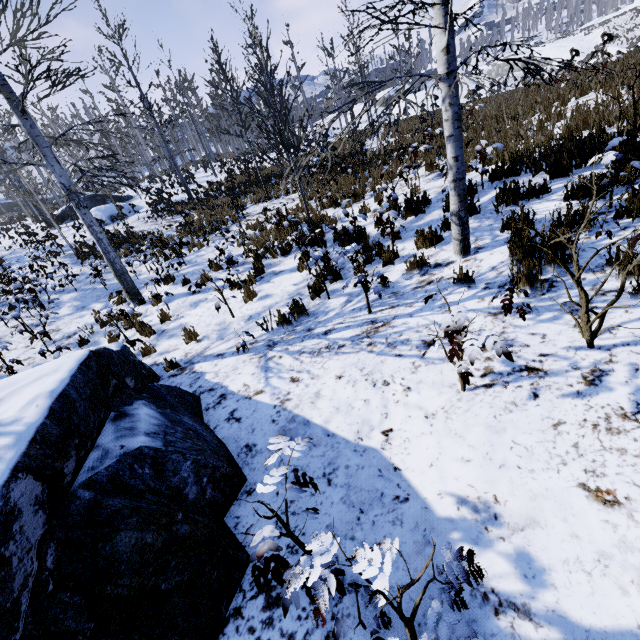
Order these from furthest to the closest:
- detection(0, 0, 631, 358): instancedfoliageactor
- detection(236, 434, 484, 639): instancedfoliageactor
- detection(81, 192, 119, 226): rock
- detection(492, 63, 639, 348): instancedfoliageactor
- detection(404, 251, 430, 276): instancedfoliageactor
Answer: detection(81, 192, 119, 226): rock < detection(404, 251, 430, 276): instancedfoliageactor < detection(0, 0, 631, 358): instancedfoliageactor < detection(492, 63, 639, 348): instancedfoliageactor < detection(236, 434, 484, 639): instancedfoliageactor

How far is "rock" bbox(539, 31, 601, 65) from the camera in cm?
5095

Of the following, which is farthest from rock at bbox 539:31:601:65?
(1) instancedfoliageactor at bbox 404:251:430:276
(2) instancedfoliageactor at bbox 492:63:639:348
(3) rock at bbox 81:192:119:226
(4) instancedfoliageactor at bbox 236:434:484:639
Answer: (2) instancedfoliageactor at bbox 492:63:639:348

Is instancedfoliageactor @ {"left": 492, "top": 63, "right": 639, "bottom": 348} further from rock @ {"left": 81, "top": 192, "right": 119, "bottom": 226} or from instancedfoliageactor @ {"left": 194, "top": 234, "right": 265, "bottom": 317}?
rock @ {"left": 81, "top": 192, "right": 119, "bottom": 226}

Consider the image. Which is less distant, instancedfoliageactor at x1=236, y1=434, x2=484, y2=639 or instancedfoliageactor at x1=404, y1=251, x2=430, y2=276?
instancedfoliageactor at x1=236, y1=434, x2=484, y2=639

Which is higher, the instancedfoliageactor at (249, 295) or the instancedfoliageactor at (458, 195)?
the instancedfoliageactor at (458, 195)

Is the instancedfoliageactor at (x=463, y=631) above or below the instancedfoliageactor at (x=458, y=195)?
below

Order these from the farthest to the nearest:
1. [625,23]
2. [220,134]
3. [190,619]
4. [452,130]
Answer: [625,23] < [220,134] < [452,130] < [190,619]
